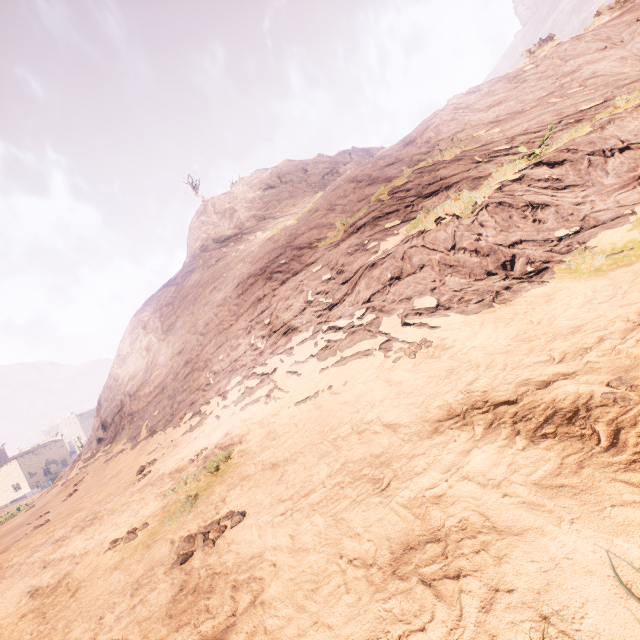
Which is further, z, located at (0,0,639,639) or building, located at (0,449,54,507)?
building, located at (0,449,54,507)

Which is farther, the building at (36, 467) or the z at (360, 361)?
the building at (36, 467)

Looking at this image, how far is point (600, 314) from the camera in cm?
343
